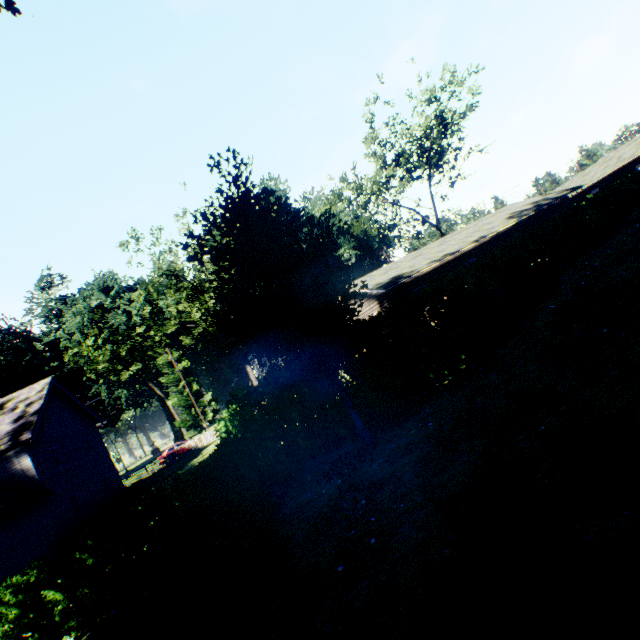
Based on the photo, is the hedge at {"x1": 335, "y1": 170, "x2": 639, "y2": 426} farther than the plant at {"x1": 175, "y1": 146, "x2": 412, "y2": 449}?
Yes

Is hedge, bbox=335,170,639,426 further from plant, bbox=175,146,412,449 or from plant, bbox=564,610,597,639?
plant, bbox=564,610,597,639

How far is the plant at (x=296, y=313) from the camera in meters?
8.2 m

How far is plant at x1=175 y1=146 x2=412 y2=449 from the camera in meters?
8.2

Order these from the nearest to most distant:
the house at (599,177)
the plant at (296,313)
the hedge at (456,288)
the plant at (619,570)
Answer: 1. the plant at (619,570)
2. the plant at (296,313)
3. the hedge at (456,288)
4. the house at (599,177)

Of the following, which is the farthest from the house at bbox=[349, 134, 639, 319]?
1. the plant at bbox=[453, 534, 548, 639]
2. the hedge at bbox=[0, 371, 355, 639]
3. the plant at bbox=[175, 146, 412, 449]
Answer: the plant at bbox=[453, 534, 548, 639]

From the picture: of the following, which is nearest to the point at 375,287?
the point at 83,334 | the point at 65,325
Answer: the point at 65,325

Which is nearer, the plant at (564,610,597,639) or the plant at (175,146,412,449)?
the plant at (564,610,597,639)
